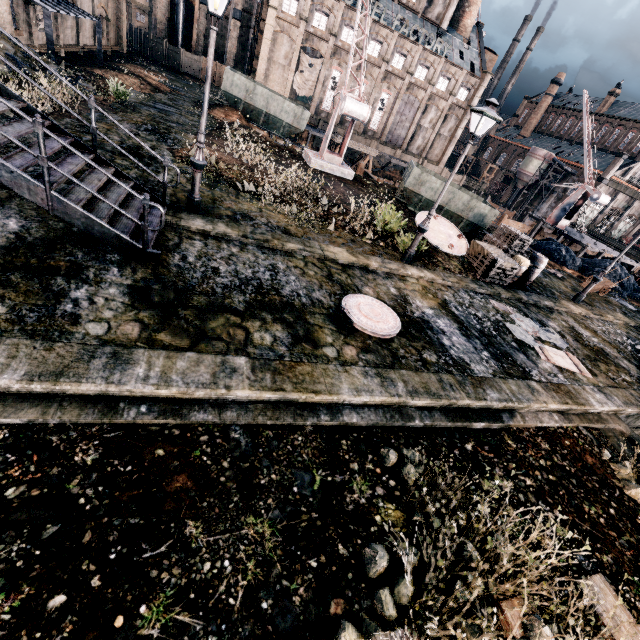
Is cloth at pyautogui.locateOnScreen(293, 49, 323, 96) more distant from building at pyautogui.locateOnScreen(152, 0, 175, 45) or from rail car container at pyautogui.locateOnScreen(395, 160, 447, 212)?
rail car container at pyautogui.locateOnScreen(395, 160, 447, 212)

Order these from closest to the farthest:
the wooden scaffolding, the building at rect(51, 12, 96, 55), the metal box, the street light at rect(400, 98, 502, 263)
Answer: the street light at rect(400, 98, 502, 263), the metal box, the building at rect(51, 12, 96, 55), the wooden scaffolding

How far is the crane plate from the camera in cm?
1603

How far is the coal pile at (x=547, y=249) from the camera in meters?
24.2

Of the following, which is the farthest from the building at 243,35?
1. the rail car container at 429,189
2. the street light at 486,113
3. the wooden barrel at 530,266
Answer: the wooden barrel at 530,266

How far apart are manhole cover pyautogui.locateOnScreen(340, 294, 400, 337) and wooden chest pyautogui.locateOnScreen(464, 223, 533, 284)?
8.21m

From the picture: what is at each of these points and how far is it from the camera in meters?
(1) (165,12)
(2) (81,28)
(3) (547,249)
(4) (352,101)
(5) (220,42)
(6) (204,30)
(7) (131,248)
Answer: (1) building, 43.8 m
(2) building, 27.8 m
(3) coal pile, 24.8 m
(4) crane, 18.2 m
(5) building, 48.2 m
(6) building, 45.7 m
(7) stairs, 7.3 m

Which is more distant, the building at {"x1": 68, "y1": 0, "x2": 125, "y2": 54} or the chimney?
the chimney
